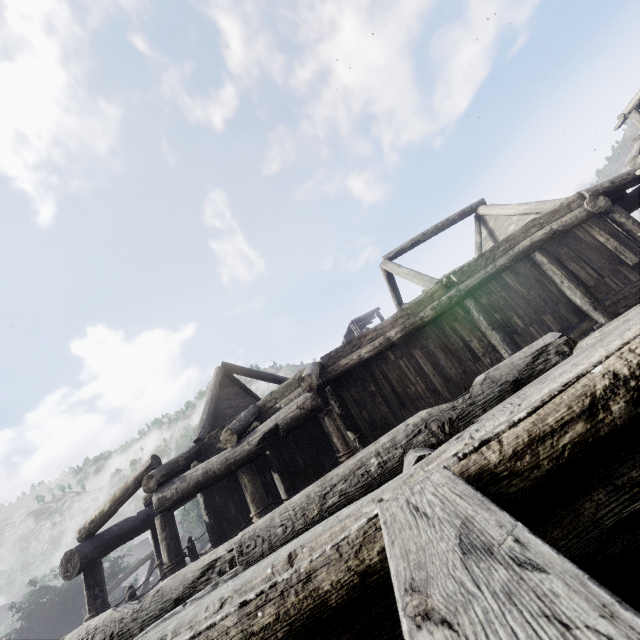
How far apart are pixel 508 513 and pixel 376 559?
0.6m

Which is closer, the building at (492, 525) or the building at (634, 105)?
the building at (492, 525)

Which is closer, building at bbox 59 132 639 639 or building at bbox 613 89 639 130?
building at bbox 59 132 639 639

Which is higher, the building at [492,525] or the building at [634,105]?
the building at [634,105]

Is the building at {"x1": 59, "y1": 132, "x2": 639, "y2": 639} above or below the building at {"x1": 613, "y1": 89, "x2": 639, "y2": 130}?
below
